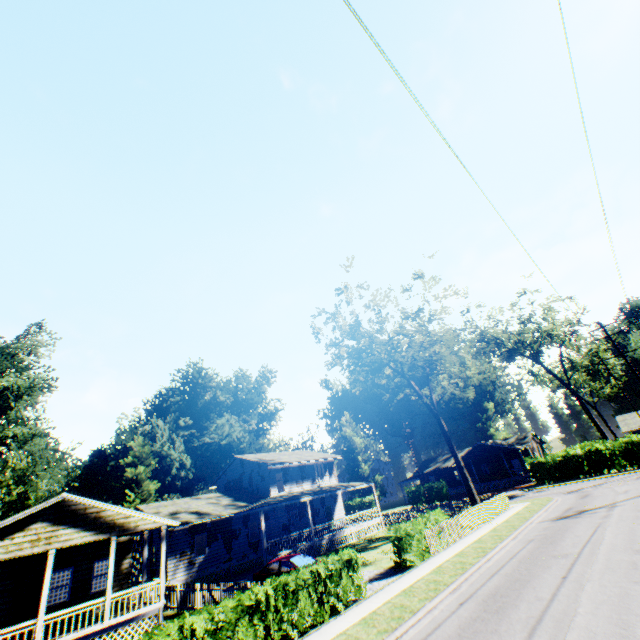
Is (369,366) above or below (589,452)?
above

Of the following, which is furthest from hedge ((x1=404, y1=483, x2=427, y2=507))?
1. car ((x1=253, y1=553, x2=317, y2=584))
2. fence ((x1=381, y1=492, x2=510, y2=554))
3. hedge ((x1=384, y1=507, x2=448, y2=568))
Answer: car ((x1=253, y1=553, x2=317, y2=584))

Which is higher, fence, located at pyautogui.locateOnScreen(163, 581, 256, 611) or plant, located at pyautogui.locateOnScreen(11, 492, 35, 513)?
plant, located at pyautogui.locateOnScreen(11, 492, 35, 513)

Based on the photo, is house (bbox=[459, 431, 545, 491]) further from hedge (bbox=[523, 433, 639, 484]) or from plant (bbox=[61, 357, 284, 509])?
plant (bbox=[61, 357, 284, 509])

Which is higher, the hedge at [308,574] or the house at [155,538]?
the house at [155,538]

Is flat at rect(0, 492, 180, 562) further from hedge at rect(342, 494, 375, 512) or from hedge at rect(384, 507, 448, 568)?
hedge at rect(342, 494, 375, 512)

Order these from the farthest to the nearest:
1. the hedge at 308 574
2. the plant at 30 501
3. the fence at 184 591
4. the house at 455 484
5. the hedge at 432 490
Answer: the plant at 30 501
the house at 455 484
the hedge at 432 490
the fence at 184 591
the hedge at 308 574

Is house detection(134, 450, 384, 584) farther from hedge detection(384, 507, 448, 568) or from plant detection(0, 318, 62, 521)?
hedge detection(384, 507, 448, 568)
